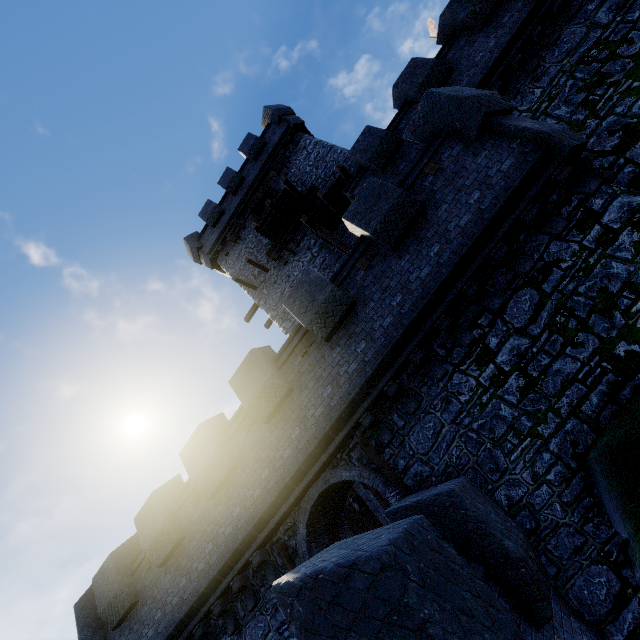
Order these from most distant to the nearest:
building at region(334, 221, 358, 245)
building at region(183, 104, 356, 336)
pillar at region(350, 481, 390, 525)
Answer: building at region(183, 104, 356, 336) < building at region(334, 221, 358, 245) < pillar at region(350, 481, 390, 525)

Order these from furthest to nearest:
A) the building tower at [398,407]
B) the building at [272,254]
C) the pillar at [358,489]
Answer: the building at [272,254], the pillar at [358,489], the building tower at [398,407]

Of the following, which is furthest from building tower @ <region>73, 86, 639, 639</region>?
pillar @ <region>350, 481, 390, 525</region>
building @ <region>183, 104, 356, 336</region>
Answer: pillar @ <region>350, 481, 390, 525</region>

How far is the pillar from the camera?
13.8m

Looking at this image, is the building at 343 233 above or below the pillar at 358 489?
above

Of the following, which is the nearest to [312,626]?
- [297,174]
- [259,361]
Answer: [259,361]

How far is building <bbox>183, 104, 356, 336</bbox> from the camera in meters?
17.0 m

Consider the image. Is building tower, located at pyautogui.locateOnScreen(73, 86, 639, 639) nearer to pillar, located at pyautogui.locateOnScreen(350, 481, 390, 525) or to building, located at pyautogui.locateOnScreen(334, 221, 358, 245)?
building, located at pyautogui.locateOnScreen(334, 221, 358, 245)
